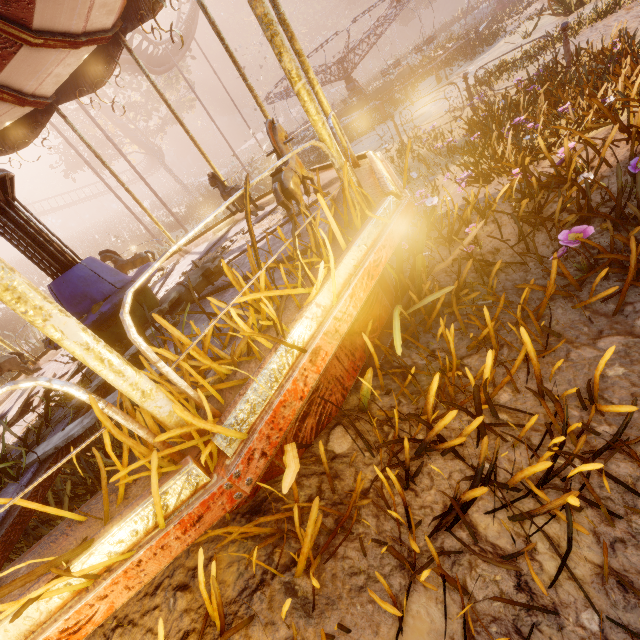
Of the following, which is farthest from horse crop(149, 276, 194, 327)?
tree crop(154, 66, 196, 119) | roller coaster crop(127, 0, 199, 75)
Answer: tree crop(154, 66, 196, 119)

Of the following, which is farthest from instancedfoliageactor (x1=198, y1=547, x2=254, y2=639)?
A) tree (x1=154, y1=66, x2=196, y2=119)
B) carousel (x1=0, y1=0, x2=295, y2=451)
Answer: tree (x1=154, y1=66, x2=196, y2=119)

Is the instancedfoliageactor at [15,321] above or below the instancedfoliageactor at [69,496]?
above

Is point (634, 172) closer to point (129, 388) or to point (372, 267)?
point (372, 267)

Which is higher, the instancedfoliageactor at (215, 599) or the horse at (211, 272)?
the horse at (211, 272)

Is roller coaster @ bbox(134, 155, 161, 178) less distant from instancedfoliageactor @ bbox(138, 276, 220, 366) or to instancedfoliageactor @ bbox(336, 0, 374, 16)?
instancedfoliageactor @ bbox(138, 276, 220, 366)

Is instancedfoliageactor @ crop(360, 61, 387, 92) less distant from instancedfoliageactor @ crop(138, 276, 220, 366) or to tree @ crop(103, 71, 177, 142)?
tree @ crop(103, 71, 177, 142)

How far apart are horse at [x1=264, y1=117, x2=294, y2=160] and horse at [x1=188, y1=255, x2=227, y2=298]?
0.7m
